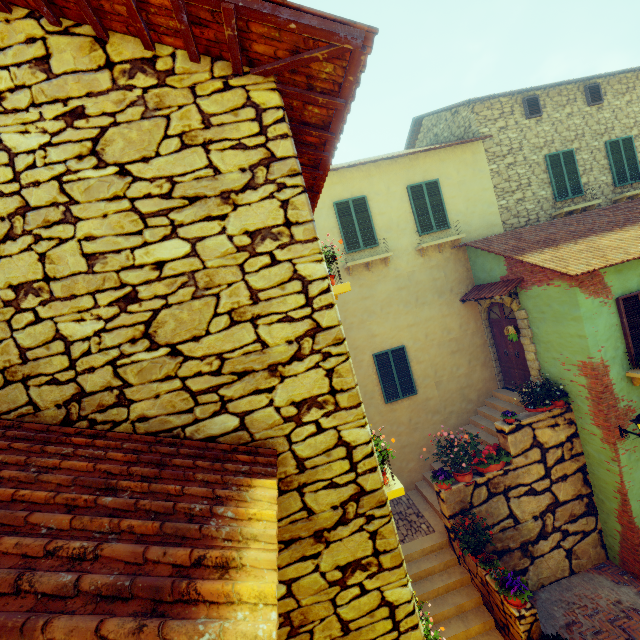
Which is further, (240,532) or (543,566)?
(543,566)

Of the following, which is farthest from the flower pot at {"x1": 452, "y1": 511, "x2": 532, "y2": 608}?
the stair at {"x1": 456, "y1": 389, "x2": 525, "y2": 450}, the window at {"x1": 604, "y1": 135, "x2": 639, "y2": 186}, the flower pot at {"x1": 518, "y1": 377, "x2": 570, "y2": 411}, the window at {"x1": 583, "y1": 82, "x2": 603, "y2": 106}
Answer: the window at {"x1": 583, "y1": 82, "x2": 603, "y2": 106}

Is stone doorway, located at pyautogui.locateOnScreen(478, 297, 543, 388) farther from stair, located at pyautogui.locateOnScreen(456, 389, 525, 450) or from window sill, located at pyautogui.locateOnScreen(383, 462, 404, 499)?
window sill, located at pyautogui.locateOnScreen(383, 462, 404, 499)

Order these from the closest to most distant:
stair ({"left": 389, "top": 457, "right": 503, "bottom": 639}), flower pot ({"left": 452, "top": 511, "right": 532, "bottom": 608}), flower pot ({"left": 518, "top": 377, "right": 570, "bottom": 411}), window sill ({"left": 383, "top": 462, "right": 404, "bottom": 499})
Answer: window sill ({"left": 383, "top": 462, "right": 404, "bottom": 499}) < flower pot ({"left": 452, "top": 511, "right": 532, "bottom": 608}) < stair ({"left": 389, "top": 457, "right": 503, "bottom": 639}) < flower pot ({"left": 518, "top": 377, "right": 570, "bottom": 411})

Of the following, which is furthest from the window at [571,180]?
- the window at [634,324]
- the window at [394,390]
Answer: the window at [394,390]

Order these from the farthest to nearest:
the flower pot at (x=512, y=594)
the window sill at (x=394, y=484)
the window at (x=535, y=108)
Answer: the window at (x=535, y=108) → the flower pot at (x=512, y=594) → the window sill at (x=394, y=484)

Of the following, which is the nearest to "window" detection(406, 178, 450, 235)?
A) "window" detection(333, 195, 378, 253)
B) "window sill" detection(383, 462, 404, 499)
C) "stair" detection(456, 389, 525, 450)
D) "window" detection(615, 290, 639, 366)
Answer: "window" detection(333, 195, 378, 253)

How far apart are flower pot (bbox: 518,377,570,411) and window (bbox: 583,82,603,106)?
10.3 meters
